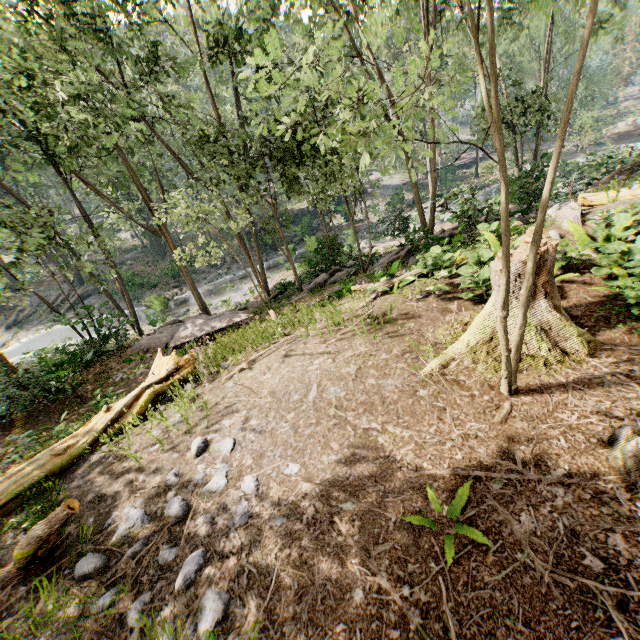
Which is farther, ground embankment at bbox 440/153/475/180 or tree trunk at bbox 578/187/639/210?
ground embankment at bbox 440/153/475/180

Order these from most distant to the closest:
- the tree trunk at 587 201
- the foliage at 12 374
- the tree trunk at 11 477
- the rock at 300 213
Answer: the rock at 300 213 → the foliage at 12 374 → the tree trunk at 587 201 → the tree trunk at 11 477

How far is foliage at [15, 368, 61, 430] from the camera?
Answer: 10.6 meters

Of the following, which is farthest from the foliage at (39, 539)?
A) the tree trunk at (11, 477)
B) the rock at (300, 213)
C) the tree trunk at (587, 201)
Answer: the tree trunk at (11, 477)

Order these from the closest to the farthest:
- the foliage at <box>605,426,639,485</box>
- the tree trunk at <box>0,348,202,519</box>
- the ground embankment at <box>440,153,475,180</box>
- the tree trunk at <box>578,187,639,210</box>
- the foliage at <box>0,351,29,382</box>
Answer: the foliage at <box>605,426,639,485</box> → the tree trunk at <box>0,348,202,519</box> → the tree trunk at <box>578,187,639,210</box> → the foliage at <box>0,351,29,382</box> → the ground embankment at <box>440,153,475,180</box>

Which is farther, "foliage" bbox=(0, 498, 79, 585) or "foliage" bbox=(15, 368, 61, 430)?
"foliage" bbox=(15, 368, 61, 430)

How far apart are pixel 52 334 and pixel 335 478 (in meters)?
37.83

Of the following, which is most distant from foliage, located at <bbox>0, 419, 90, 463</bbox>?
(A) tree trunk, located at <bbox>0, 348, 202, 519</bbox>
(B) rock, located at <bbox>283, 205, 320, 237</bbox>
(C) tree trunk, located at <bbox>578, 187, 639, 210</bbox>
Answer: (A) tree trunk, located at <bbox>0, 348, 202, 519</bbox>
